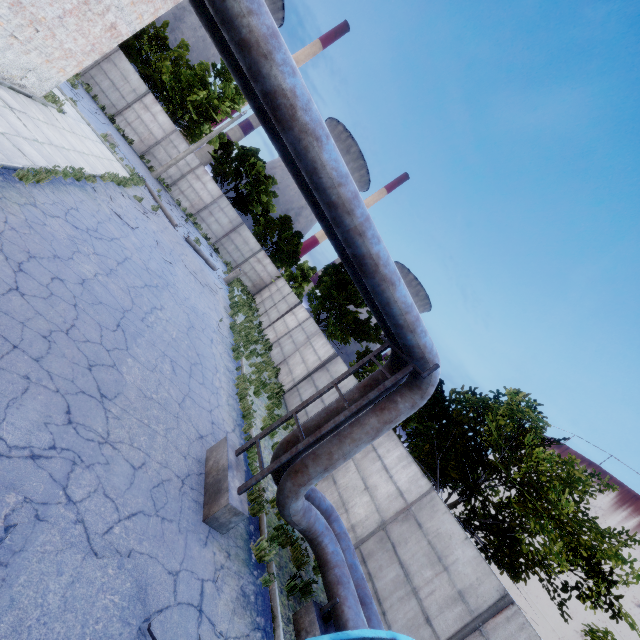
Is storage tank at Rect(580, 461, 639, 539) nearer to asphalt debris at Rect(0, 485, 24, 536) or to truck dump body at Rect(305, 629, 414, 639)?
truck dump body at Rect(305, 629, 414, 639)

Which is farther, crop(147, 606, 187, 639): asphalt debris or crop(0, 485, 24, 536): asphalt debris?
crop(147, 606, 187, 639): asphalt debris

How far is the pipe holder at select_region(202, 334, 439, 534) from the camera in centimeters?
588cm

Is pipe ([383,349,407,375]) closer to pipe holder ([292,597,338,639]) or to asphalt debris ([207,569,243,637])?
pipe holder ([292,597,338,639])

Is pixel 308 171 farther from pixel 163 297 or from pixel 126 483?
pixel 163 297

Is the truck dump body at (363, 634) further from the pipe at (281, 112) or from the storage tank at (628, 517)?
the storage tank at (628, 517)

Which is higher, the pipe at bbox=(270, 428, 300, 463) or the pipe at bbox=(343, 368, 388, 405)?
the pipe at bbox=(343, 368, 388, 405)

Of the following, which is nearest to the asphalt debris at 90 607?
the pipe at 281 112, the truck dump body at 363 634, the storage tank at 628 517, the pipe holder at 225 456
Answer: the truck dump body at 363 634
